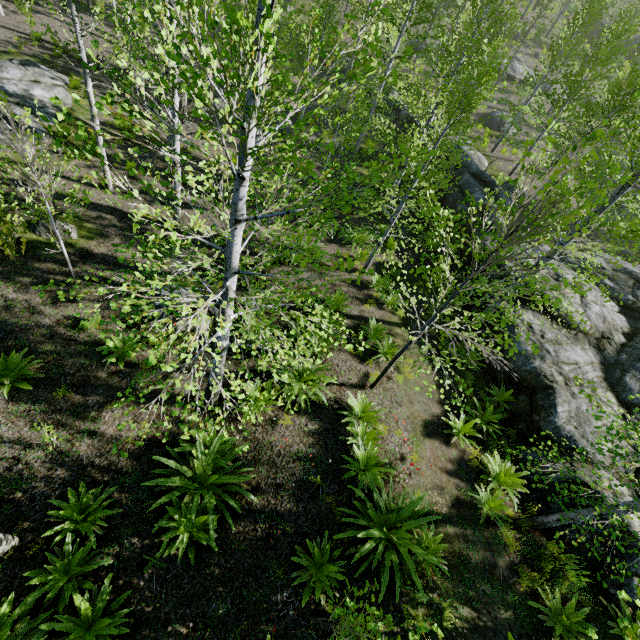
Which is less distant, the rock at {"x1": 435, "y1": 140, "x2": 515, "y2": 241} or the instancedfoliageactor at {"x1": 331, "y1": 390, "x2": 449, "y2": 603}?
the instancedfoliageactor at {"x1": 331, "y1": 390, "x2": 449, "y2": 603}

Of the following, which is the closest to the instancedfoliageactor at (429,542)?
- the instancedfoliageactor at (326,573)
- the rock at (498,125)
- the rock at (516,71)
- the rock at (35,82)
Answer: the instancedfoliageactor at (326,573)

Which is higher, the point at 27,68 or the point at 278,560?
the point at 278,560

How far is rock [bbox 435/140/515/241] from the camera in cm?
1650

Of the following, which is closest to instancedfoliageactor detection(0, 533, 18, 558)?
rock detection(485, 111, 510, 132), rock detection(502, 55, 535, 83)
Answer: rock detection(502, 55, 535, 83)

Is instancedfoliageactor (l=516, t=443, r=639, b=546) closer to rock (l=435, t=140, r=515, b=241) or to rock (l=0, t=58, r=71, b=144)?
rock (l=435, t=140, r=515, b=241)

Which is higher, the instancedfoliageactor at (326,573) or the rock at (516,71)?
the rock at (516,71)

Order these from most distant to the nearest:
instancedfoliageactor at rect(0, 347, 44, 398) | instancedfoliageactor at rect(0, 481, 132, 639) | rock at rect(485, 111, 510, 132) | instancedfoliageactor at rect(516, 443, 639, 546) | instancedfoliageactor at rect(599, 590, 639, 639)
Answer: rock at rect(485, 111, 510, 132)
instancedfoliageactor at rect(0, 347, 44, 398)
instancedfoliageactor at rect(516, 443, 639, 546)
instancedfoliageactor at rect(0, 481, 132, 639)
instancedfoliageactor at rect(599, 590, 639, 639)
